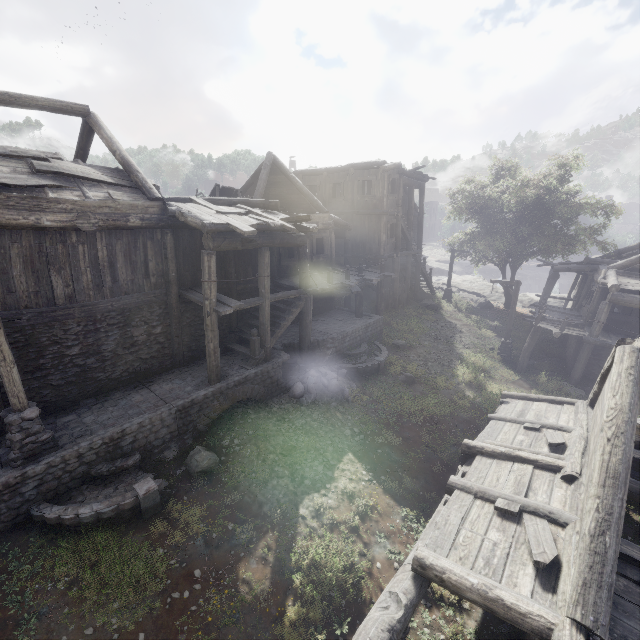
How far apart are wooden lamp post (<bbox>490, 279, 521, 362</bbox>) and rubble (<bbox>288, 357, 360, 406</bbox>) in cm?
995

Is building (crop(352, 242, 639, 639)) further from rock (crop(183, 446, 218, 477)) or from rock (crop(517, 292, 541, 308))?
rock (crop(183, 446, 218, 477))

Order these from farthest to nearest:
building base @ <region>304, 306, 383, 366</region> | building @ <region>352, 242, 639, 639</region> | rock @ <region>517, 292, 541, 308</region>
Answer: rock @ <region>517, 292, 541, 308</region> → building base @ <region>304, 306, 383, 366</region> → building @ <region>352, 242, 639, 639</region>

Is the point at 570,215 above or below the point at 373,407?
above

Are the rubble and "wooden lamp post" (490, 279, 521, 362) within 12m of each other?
yes

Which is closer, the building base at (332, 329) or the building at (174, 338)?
the building at (174, 338)

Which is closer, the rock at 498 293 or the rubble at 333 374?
the rubble at 333 374
